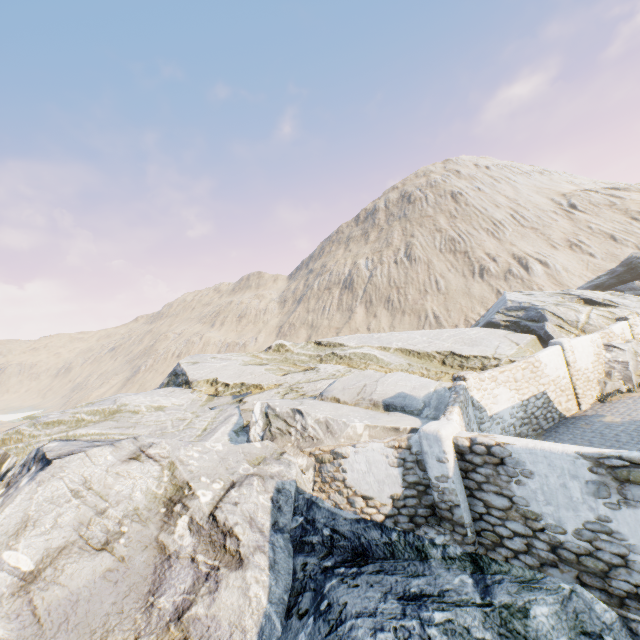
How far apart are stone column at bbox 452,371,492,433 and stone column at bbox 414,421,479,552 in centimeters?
496cm

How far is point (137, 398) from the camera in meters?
14.2

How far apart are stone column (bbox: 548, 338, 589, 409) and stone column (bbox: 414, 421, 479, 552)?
10.9m

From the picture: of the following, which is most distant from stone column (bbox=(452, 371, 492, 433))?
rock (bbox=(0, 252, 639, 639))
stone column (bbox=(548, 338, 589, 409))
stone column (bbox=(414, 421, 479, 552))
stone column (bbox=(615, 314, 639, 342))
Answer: stone column (bbox=(615, 314, 639, 342))

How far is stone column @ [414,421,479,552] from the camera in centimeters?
663cm

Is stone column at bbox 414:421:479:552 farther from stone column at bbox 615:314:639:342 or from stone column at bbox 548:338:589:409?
stone column at bbox 615:314:639:342

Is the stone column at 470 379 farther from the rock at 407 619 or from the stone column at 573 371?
the stone column at 573 371

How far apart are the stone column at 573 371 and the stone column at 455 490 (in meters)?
10.88
